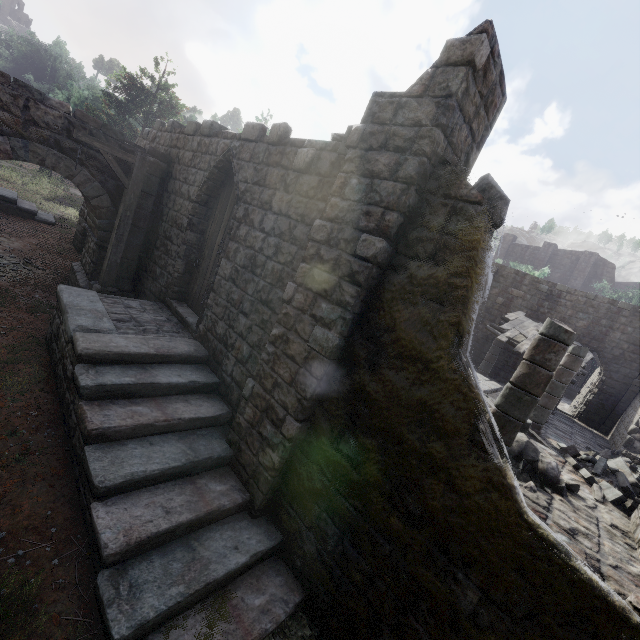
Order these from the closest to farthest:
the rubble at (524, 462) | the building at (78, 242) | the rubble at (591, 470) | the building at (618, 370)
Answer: the building at (618, 370)
the rubble at (524, 462)
the rubble at (591, 470)
the building at (78, 242)

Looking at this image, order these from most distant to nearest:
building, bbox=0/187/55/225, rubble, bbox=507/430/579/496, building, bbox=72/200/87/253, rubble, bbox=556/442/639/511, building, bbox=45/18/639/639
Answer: building, bbox=0/187/55/225, building, bbox=72/200/87/253, rubble, bbox=556/442/639/511, rubble, bbox=507/430/579/496, building, bbox=45/18/639/639

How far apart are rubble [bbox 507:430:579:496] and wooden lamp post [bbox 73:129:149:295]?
9.7m

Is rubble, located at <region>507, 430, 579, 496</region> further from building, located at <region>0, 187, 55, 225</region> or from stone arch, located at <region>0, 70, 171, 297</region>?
stone arch, located at <region>0, 70, 171, 297</region>

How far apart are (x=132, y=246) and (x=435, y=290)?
9.14m

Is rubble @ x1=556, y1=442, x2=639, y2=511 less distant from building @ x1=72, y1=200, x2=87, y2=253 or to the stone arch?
building @ x1=72, y1=200, x2=87, y2=253

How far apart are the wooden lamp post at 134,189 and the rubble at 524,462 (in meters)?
9.67

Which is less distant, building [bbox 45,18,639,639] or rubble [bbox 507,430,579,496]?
building [bbox 45,18,639,639]
